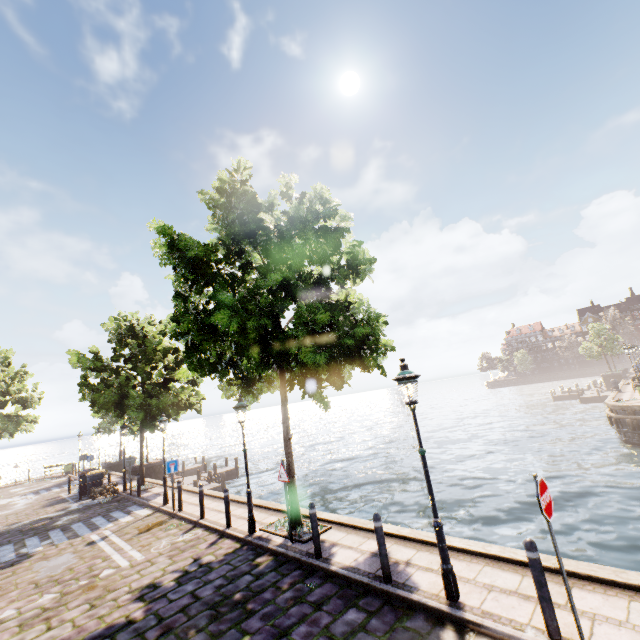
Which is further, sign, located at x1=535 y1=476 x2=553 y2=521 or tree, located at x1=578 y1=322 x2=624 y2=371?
tree, located at x1=578 y1=322 x2=624 y2=371

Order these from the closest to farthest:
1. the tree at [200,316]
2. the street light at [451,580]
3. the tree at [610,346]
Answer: the street light at [451,580] → the tree at [200,316] → the tree at [610,346]

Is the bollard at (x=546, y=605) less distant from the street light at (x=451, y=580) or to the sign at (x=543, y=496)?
the sign at (x=543, y=496)

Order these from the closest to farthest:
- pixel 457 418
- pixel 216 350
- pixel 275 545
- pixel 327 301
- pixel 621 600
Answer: pixel 621 600 → pixel 275 545 → pixel 216 350 → pixel 327 301 → pixel 457 418

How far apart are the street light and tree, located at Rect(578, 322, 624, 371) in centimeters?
5278cm

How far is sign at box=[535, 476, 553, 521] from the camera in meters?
4.1 m

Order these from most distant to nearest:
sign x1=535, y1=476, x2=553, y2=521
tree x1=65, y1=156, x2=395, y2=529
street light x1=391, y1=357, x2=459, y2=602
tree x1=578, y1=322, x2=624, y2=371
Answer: tree x1=578, y1=322, x2=624, y2=371 → tree x1=65, y1=156, x2=395, y2=529 → street light x1=391, y1=357, x2=459, y2=602 → sign x1=535, y1=476, x2=553, y2=521

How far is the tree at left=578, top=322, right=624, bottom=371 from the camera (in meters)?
43.22
